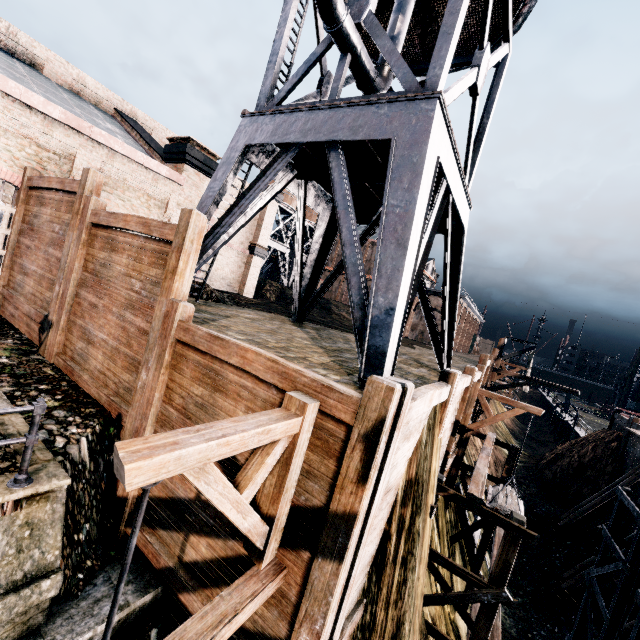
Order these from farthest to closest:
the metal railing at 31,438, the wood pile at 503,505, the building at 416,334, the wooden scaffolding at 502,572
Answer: the building at 416,334
the wood pile at 503,505
the wooden scaffolding at 502,572
the metal railing at 31,438

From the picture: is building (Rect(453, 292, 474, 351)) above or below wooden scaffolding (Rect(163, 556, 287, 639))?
above

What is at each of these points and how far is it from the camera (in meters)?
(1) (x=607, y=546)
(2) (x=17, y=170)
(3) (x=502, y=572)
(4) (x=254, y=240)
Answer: (1) wooden scaffolding, 11.70
(2) building, 11.95
(3) wooden scaffolding, 8.54
(4) building, 35.19

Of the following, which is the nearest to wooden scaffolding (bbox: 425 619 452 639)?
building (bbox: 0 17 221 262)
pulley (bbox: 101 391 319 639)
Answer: pulley (bbox: 101 391 319 639)

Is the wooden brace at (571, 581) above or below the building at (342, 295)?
below

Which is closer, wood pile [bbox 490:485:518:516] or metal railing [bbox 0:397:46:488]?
metal railing [bbox 0:397:46:488]

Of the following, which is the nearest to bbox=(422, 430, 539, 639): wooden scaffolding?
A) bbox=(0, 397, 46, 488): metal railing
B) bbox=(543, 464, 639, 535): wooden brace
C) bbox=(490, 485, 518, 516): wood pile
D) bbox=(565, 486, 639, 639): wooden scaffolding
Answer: bbox=(490, 485, 518, 516): wood pile

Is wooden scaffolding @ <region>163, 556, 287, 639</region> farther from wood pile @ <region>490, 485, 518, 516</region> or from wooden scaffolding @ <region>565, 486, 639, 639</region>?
wooden scaffolding @ <region>565, 486, 639, 639</region>
